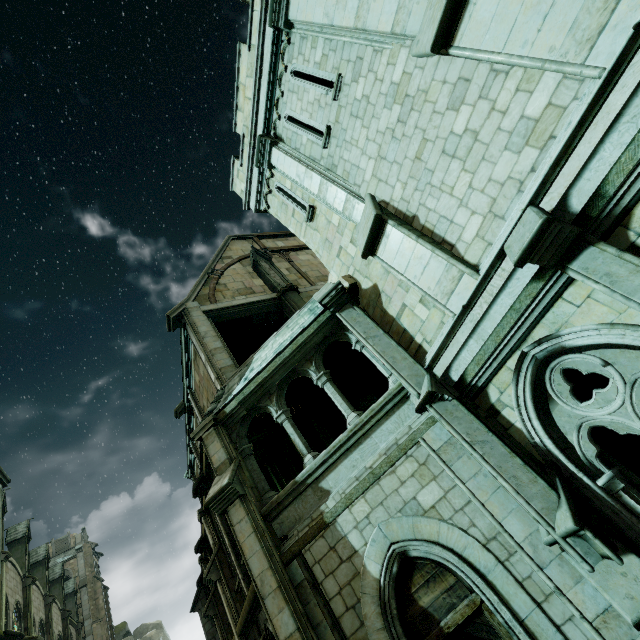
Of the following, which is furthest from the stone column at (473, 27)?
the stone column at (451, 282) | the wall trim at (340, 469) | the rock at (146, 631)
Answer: the rock at (146, 631)

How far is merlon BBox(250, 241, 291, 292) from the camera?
14.94m

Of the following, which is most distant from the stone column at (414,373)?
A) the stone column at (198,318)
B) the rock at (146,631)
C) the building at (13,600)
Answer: the rock at (146,631)

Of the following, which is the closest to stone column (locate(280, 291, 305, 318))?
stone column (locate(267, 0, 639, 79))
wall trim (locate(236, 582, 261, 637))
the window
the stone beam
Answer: the stone beam

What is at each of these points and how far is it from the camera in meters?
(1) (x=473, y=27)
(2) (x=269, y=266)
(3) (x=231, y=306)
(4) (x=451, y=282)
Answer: (1) stone column, 4.4
(2) merlon, 16.0
(3) stone beam, 13.1
(4) stone column, 5.4

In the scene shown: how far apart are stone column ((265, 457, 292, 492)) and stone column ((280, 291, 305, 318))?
4.8 meters

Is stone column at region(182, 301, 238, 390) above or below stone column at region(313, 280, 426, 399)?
above

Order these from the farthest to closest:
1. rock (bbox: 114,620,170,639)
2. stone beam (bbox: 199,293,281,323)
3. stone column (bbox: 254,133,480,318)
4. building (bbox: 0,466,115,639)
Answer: rock (bbox: 114,620,170,639) → building (bbox: 0,466,115,639) → stone beam (bbox: 199,293,281,323) → stone column (bbox: 254,133,480,318)
